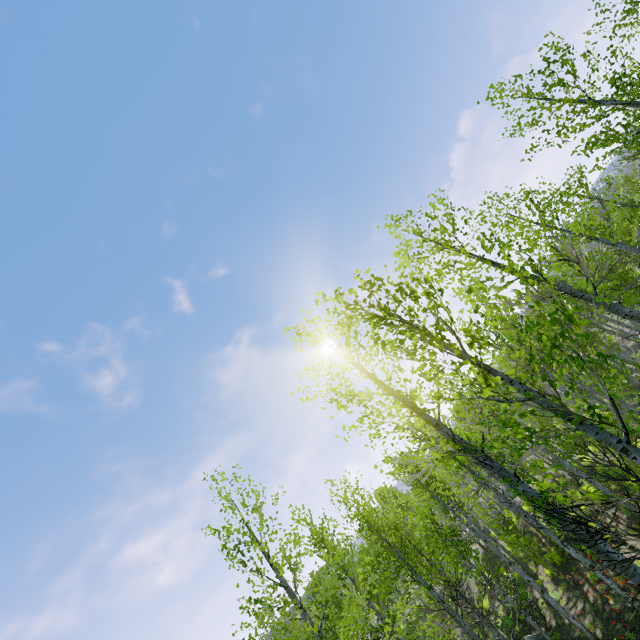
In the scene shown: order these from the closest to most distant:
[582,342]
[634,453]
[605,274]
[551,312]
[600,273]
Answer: [634,453]
[605,274]
[600,273]
[551,312]
[582,342]
